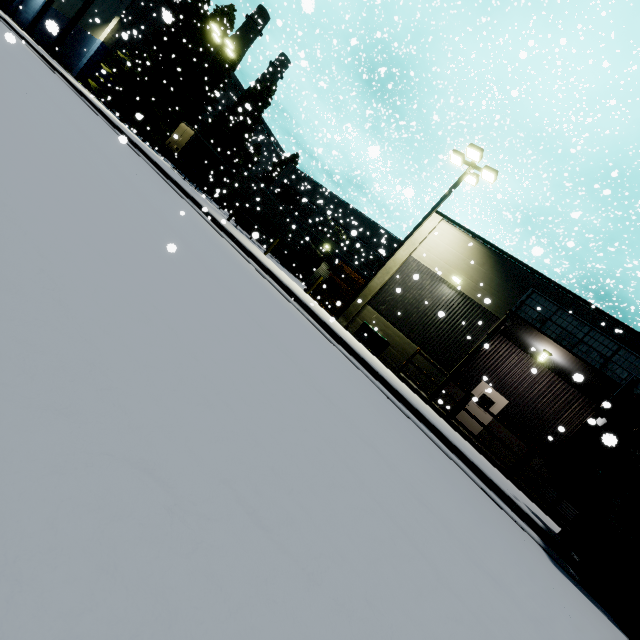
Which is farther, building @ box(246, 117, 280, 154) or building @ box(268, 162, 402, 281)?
building @ box(246, 117, 280, 154)

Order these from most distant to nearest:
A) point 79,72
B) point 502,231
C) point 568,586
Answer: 1. point 502,231
2. point 79,72
3. point 568,586

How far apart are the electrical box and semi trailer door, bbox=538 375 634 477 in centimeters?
780cm

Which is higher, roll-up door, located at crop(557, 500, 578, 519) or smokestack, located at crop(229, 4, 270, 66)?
smokestack, located at crop(229, 4, 270, 66)

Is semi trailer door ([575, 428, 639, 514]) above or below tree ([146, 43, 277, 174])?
below

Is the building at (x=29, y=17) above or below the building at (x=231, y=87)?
below

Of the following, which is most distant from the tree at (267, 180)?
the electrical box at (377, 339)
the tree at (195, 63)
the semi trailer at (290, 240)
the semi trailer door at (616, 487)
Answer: the semi trailer door at (616, 487)

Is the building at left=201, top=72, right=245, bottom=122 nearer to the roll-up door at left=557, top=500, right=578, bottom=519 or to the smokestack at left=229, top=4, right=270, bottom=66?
the roll-up door at left=557, top=500, right=578, bottom=519
